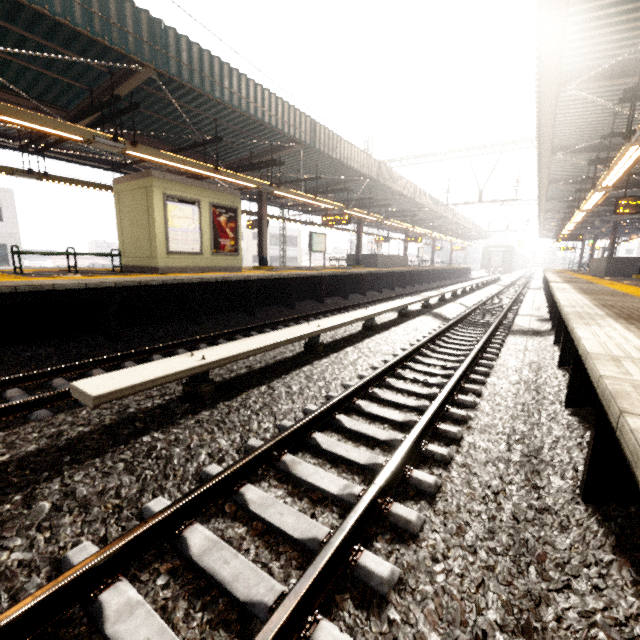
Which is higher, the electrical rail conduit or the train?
the train

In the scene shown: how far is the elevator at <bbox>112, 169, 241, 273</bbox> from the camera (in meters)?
9.64

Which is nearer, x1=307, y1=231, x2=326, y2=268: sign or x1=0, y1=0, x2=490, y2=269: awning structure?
x1=0, y1=0, x2=490, y2=269: awning structure

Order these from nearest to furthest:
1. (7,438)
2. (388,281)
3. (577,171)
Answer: (7,438)
(577,171)
(388,281)

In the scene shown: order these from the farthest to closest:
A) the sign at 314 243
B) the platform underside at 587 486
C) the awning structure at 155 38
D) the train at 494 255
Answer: the train at 494 255, the sign at 314 243, the awning structure at 155 38, the platform underside at 587 486

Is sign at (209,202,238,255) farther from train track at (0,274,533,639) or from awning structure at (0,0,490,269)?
train track at (0,274,533,639)

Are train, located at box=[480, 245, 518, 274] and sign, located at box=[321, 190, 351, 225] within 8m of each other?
no

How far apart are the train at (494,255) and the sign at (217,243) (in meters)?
45.89
